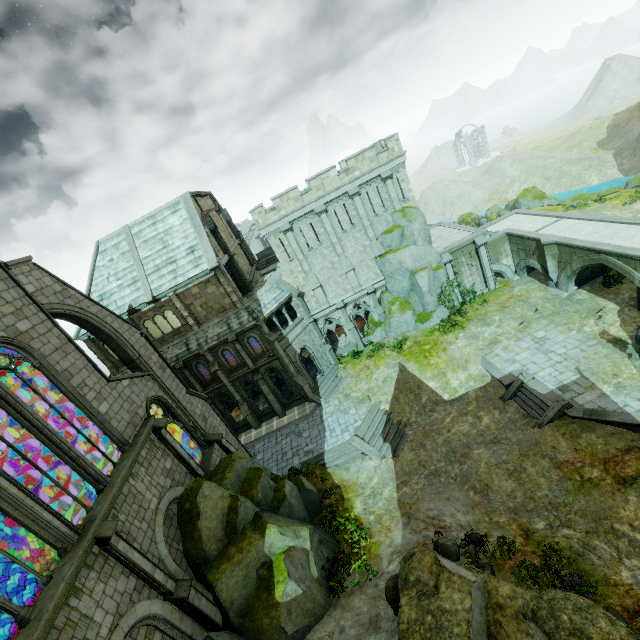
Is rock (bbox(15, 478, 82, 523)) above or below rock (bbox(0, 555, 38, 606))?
above

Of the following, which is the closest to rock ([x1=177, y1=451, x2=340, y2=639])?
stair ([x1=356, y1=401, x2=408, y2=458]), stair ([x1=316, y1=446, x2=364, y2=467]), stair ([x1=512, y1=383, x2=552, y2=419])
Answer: stair ([x1=316, y1=446, x2=364, y2=467])

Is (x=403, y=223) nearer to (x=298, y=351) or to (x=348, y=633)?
(x=298, y=351)

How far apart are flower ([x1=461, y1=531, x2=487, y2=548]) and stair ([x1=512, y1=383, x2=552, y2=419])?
7.97m

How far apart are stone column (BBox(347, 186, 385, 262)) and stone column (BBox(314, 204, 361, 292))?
2.0m

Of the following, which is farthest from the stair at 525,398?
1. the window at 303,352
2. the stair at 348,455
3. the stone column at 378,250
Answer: the window at 303,352

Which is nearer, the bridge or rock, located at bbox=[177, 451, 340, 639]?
rock, located at bbox=[177, 451, 340, 639]

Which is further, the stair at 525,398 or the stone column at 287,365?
the stone column at 287,365
